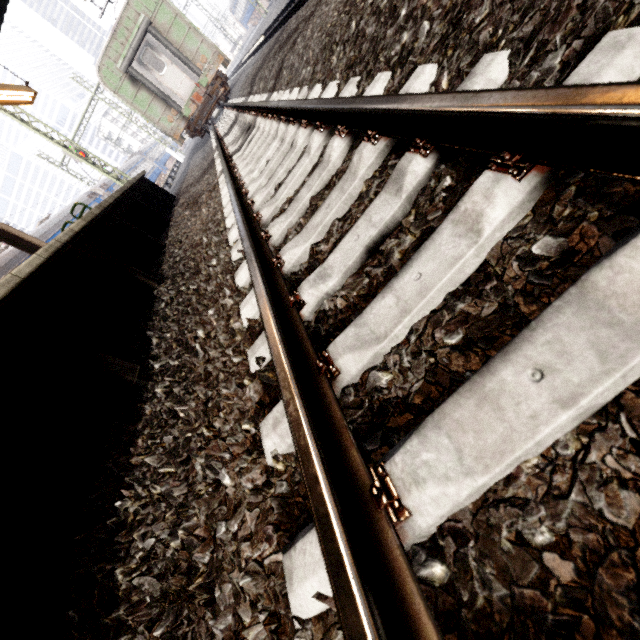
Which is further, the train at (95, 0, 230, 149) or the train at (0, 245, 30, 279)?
the train at (95, 0, 230, 149)

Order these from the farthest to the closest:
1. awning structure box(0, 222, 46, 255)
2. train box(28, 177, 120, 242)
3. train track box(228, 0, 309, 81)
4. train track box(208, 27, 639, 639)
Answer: train box(28, 177, 120, 242), train track box(228, 0, 309, 81), awning structure box(0, 222, 46, 255), train track box(208, 27, 639, 639)

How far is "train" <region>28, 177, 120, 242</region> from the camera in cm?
1472

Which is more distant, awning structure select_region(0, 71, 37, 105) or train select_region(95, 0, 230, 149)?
train select_region(95, 0, 230, 149)

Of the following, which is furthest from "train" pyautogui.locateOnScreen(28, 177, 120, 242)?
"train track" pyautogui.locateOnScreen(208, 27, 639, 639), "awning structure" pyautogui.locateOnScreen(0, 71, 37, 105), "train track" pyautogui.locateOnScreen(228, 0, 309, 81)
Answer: "train track" pyautogui.locateOnScreen(228, 0, 309, 81)

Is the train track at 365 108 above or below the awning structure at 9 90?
below

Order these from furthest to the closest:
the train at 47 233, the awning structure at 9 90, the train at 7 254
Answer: the train at 47 233 < the train at 7 254 < the awning structure at 9 90

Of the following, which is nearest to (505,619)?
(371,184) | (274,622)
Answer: (274,622)
